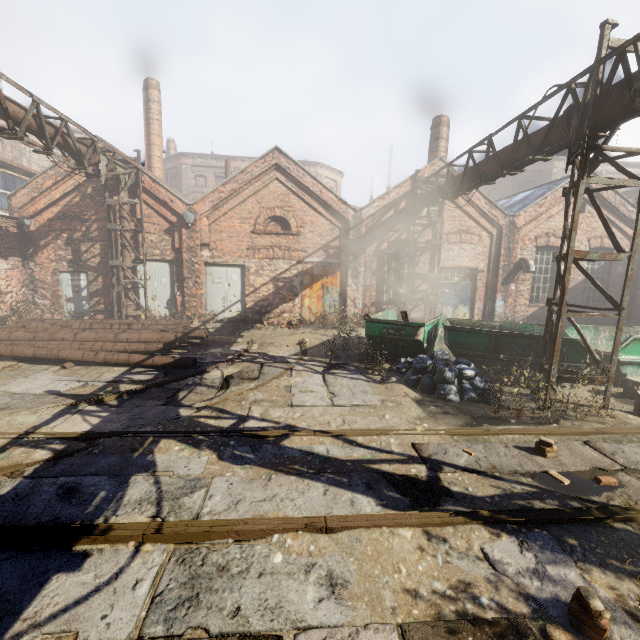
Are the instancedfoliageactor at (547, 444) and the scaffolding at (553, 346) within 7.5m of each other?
yes

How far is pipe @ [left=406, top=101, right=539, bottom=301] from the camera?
8.3m

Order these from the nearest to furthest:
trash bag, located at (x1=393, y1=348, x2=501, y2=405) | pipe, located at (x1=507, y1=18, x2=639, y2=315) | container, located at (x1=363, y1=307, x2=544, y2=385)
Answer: pipe, located at (x1=507, y1=18, x2=639, y2=315)
trash bag, located at (x1=393, y1=348, x2=501, y2=405)
container, located at (x1=363, y1=307, x2=544, y2=385)

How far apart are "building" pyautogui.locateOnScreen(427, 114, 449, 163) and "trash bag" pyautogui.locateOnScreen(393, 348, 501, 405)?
10.69m

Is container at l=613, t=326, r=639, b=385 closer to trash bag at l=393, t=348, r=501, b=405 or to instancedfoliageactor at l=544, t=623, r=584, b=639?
trash bag at l=393, t=348, r=501, b=405

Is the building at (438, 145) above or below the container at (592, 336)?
above

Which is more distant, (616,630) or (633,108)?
(633,108)

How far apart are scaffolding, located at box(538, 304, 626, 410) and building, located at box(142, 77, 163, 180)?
20.39m
